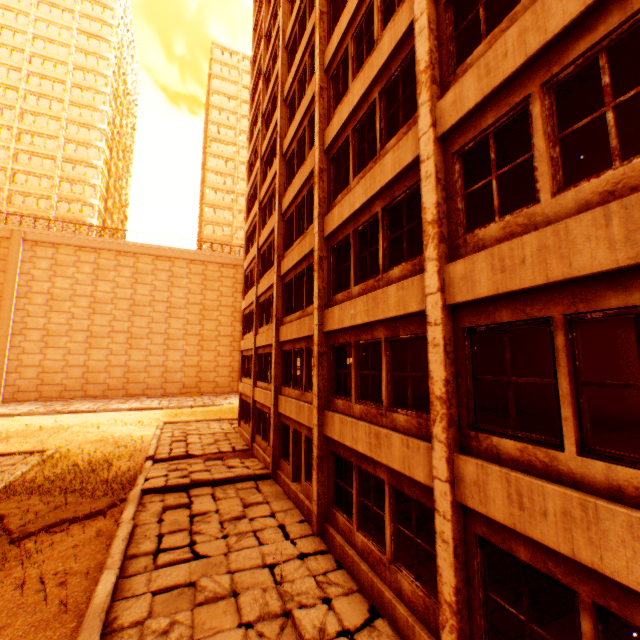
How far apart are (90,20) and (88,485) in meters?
69.5

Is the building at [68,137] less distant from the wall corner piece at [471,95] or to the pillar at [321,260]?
the wall corner piece at [471,95]

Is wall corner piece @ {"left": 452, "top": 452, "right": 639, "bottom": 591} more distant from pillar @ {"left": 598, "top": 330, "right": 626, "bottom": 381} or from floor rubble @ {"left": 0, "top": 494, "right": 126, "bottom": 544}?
floor rubble @ {"left": 0, "top": 494, "right": 126, "bottom": 544}

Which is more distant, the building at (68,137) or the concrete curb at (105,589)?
the building at (68,137)

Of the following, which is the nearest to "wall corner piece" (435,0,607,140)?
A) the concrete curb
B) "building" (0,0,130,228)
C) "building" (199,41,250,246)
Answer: the concrete curb

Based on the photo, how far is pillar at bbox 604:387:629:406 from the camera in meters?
10.9

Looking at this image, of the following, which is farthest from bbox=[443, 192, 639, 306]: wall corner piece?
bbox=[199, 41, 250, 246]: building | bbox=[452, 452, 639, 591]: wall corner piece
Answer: bbox=[199, 41, 250, 246]: building

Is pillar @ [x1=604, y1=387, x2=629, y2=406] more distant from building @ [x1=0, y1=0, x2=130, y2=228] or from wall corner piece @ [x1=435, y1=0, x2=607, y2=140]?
building @ [x1=0, y1=0, x2=130, y2=228]
